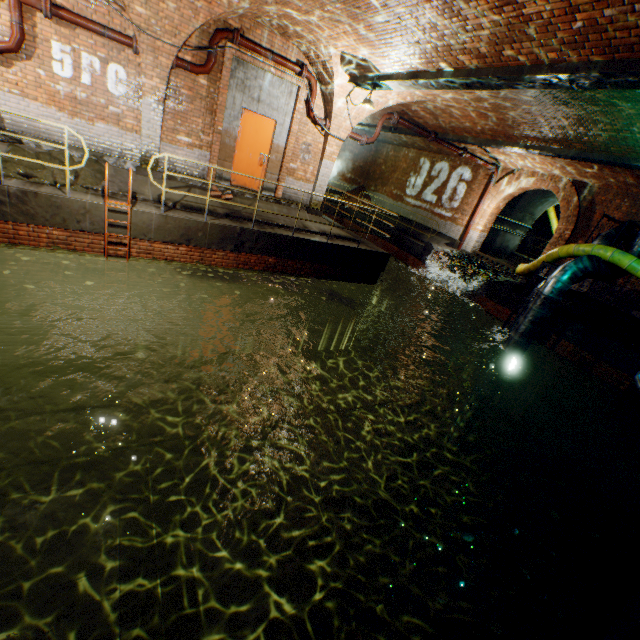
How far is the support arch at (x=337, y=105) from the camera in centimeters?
837cm

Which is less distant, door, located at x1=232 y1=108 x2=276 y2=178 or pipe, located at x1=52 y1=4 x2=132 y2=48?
pipe, located at x1=52 y1=4 x2=132 y2=48

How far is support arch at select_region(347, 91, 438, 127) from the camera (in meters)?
9.50

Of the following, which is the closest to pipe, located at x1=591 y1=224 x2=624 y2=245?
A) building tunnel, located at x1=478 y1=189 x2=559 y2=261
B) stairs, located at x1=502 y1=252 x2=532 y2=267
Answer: building tunnel, located at x1=478 y1=189 x2=559 y2=261

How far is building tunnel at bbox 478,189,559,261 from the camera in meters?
17.0 m

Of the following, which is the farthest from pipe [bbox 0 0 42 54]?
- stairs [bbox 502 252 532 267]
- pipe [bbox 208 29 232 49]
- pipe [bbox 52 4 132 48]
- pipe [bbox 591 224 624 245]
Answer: stairs [bbox 502 252 532 267]

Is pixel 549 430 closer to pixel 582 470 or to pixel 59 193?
pixel 582 470

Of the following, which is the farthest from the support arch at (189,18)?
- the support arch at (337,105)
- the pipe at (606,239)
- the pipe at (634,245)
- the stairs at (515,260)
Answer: the stairs at (515,260)
